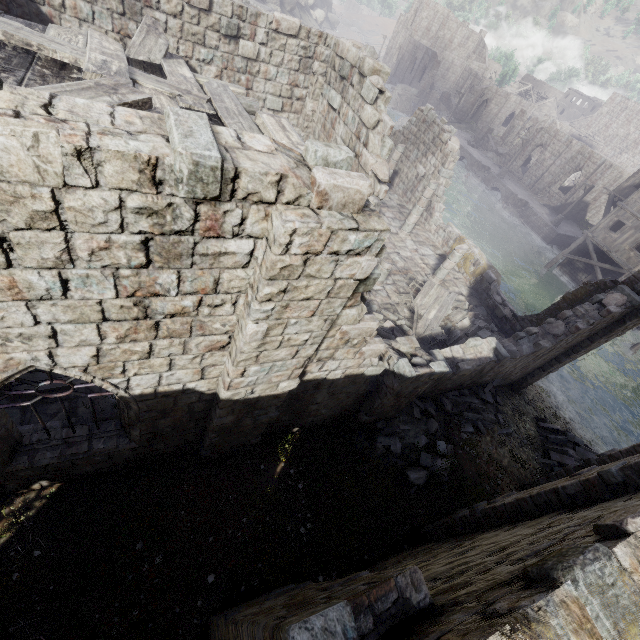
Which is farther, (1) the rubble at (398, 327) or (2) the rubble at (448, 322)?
(2) the rubble at (448, 322)

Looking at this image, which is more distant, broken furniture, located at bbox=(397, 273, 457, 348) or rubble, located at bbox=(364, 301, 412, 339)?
broken furniture, located at bbox=(397, 273, 457, 348)

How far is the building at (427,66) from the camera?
56.4 meters

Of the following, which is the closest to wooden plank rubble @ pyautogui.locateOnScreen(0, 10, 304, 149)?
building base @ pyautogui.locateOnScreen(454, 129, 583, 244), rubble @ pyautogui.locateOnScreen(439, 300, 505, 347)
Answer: rubble @ pyautogui.locateOnScreen(439, 300, 505, 347)

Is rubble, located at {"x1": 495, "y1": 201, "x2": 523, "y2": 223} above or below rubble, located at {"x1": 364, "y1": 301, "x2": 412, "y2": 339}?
below

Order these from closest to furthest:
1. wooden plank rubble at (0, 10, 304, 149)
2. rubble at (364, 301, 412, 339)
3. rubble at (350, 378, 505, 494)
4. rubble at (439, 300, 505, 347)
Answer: wooden plank rubble at (0, 10, 304, 149) < rubble at (350, 378, 505, 494) < rubble at (364, 301, 412, 339) < rubble at (439, 300, 505, 347)

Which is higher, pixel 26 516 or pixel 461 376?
pixel 461 376

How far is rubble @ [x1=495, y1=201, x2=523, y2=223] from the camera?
37.38m
